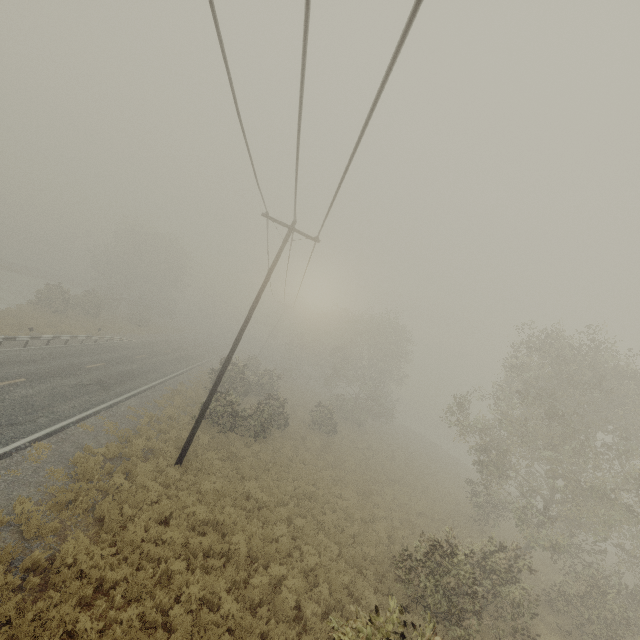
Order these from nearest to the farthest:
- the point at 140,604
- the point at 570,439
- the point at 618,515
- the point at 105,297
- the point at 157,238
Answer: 1. the point at 140,604
2. the point at 618,515
3. the point at 570,439
4. the point at 105,297
5. the point at 157,238
